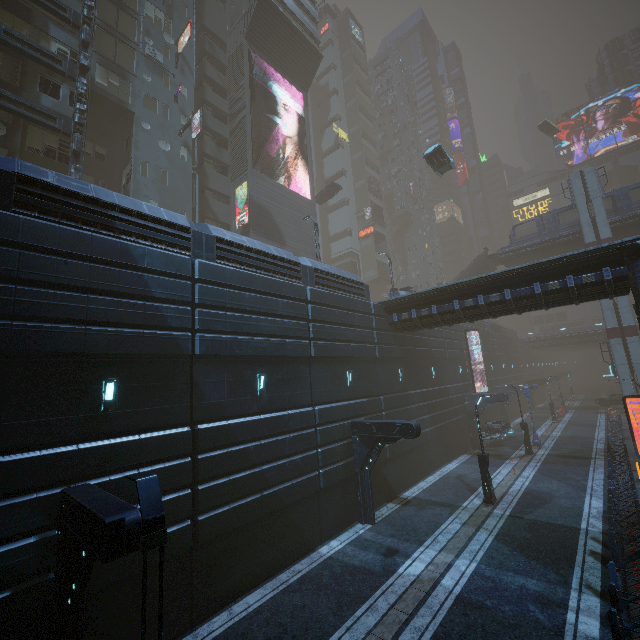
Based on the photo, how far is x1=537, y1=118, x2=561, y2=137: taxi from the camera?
53.4 meters

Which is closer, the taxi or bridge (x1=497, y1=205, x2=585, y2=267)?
bridge (x1=497, y1=205, x2=585, y2=267)

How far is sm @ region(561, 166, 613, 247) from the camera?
32.7 meters

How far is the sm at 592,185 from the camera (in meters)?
32.66

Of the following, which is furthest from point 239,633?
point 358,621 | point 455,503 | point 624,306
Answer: point 624,306

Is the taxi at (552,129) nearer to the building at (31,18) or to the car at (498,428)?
the building at (31,18)

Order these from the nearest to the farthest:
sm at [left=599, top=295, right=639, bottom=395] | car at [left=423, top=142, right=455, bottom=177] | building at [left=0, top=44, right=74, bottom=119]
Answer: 1. building at [left=0, top=44, right=74, bottom=119]
2. car at [left=423, top=142, right=455, bottom=177]
3. sm at [left=599, top=295, right=639, bottom=395]

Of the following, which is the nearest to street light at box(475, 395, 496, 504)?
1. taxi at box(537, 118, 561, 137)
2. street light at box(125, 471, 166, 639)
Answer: street light at box(125, 471, 166, 639)
